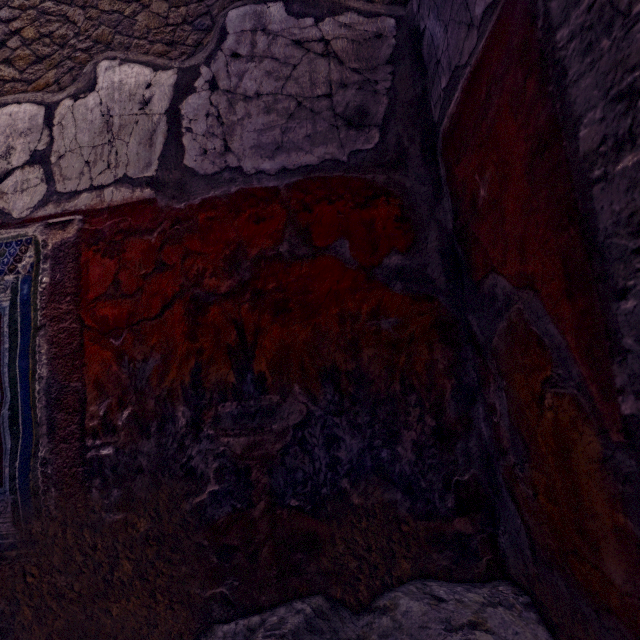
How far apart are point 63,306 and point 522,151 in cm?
176
